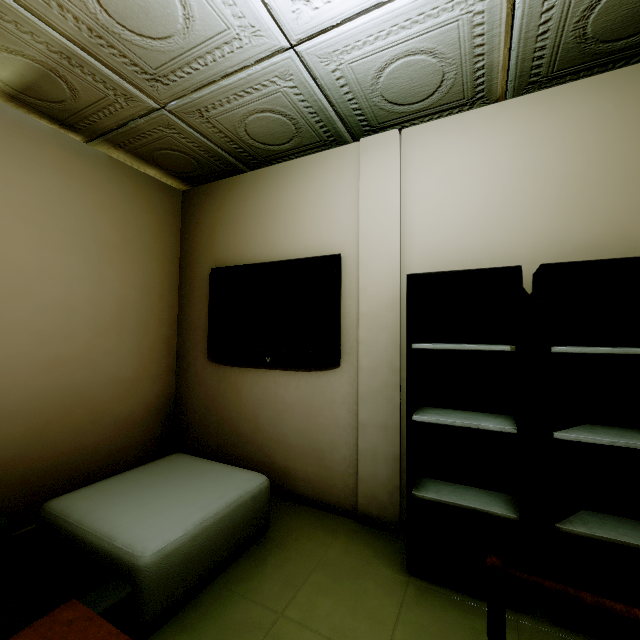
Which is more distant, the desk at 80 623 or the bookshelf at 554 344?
the bookshelf at 554 344

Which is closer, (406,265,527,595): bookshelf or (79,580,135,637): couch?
(79,580,135,637): couch

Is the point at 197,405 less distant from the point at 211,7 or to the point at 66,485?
the point at 66,485

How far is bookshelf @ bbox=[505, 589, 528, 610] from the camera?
1.5 meters

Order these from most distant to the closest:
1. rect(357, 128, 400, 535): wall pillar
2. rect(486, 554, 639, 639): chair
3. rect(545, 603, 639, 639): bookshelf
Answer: rect(357, 128, 400, 535): wall pillar < rect(545, 603, 639, 639): bookshelf < rect(486, 554, 639, 639): chair

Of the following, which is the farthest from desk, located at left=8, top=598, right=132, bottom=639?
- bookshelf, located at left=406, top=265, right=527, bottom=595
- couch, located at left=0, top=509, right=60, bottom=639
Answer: bookshelf, located at left=406, top=265, right=527, bottom=595

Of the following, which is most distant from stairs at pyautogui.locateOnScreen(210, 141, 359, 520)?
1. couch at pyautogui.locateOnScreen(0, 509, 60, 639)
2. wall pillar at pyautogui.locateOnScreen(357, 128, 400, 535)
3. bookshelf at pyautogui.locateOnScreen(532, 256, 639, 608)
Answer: couch at pyautogui.locateOnScreen(0, 509, 60, 639)

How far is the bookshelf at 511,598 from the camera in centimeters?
152cm
